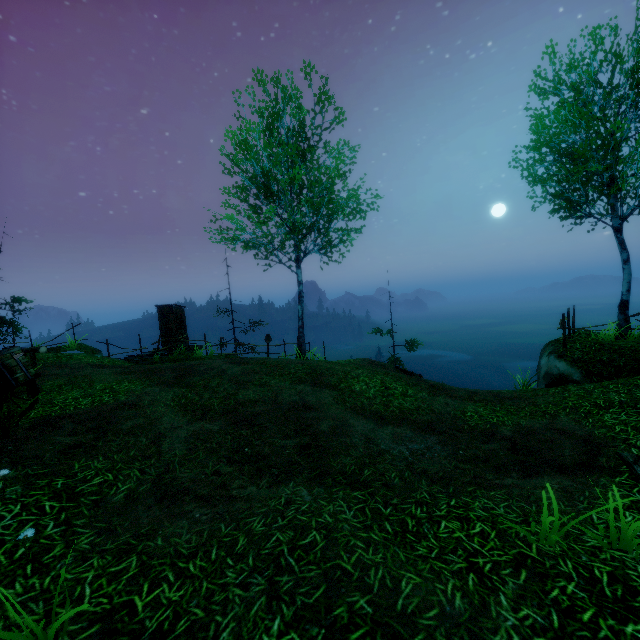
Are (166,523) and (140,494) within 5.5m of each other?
yes

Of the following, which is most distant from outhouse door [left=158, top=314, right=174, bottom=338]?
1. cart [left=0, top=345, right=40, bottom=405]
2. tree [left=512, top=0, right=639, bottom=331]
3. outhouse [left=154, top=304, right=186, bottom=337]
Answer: cart [left=0, top=345, right=40, bottom=405]

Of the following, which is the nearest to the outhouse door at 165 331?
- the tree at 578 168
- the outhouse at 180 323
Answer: the outhouse at 180 323

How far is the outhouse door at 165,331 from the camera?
19.5 meters

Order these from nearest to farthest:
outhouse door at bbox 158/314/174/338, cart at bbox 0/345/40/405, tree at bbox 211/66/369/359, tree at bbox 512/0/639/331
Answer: cart at bbox 0/345/40/405
tree at bbox 512/0/639/331
tree at bbox 211/66/369/359
outhouse door at bbox 158/314/174/338

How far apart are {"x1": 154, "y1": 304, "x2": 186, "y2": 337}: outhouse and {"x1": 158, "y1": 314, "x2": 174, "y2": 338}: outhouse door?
0.01m

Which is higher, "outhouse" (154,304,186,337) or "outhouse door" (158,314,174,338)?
"outhouse" (154,304,186,337)

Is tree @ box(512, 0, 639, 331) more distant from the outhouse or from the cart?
the outhouse
